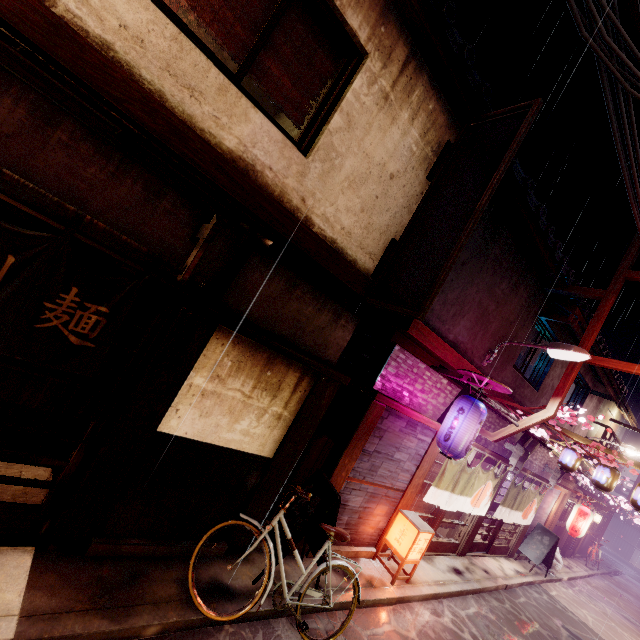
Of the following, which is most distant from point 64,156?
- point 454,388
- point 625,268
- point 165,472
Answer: point 625,268

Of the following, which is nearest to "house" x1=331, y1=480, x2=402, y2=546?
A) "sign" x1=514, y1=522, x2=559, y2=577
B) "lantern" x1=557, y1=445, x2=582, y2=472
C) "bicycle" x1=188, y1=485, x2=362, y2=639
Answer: "bicycle" x1=188, y1=485, x2=362, y2=639

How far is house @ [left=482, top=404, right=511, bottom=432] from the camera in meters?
14.9

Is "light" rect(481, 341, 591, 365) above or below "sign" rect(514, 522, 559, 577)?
above

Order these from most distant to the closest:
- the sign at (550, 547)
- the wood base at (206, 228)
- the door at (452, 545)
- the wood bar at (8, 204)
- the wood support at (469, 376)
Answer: the sign at (550, 547)
the door at (452, 545)
the wood support at (469, 376)
the wood base at (206, 228)
the wood bar at (8, 204)

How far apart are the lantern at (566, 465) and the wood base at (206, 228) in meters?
19.9 m

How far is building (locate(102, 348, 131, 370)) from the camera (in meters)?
12.39

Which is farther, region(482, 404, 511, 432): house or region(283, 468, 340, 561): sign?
region(482, 404, 511, 432): house
